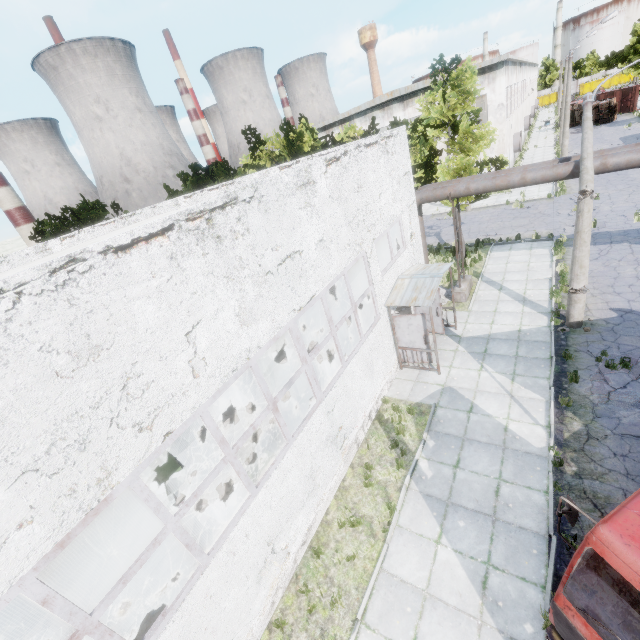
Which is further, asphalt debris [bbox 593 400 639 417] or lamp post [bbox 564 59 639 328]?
lamp post [bbox 564 59 639 328]

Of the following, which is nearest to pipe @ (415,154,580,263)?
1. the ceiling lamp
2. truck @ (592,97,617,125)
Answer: the ceiling lamp

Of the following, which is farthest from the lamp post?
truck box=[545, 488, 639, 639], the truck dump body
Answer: the truck dump body

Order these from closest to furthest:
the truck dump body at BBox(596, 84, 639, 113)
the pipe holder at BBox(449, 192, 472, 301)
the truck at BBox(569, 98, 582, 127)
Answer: the pipe holder at BBox(449, 192, 472, 301) → the truck dump body at BBox(596, 84, 639, 113) → the truck at BBox(569, 98, 582, 127)

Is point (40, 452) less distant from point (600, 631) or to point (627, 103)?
point (600, 631)

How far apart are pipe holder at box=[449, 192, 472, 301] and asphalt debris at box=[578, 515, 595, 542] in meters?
9.6 m

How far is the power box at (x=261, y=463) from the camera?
6.9 meters

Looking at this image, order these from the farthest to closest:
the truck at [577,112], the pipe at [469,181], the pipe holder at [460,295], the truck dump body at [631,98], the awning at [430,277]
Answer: the truck at [577,112]
the truck dump body at [631,98]
the pipe holder at [460,295]
the pipe at [469,181]
the awning at [430,277]
